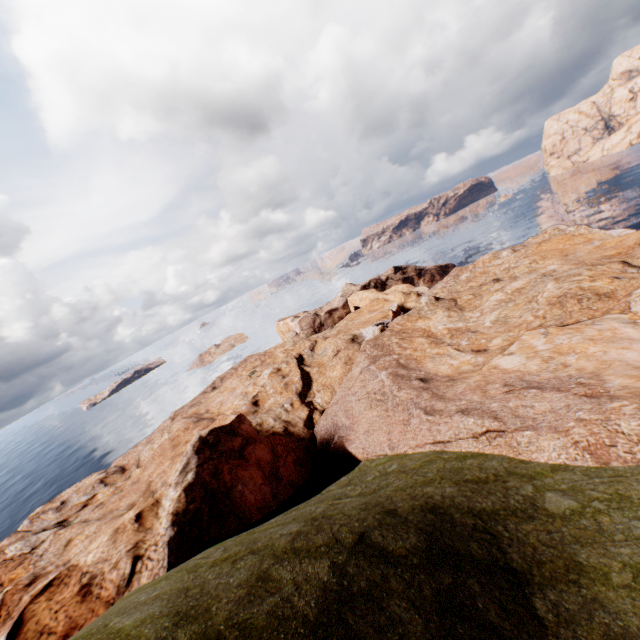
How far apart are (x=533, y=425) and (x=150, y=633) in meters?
19.0 m
